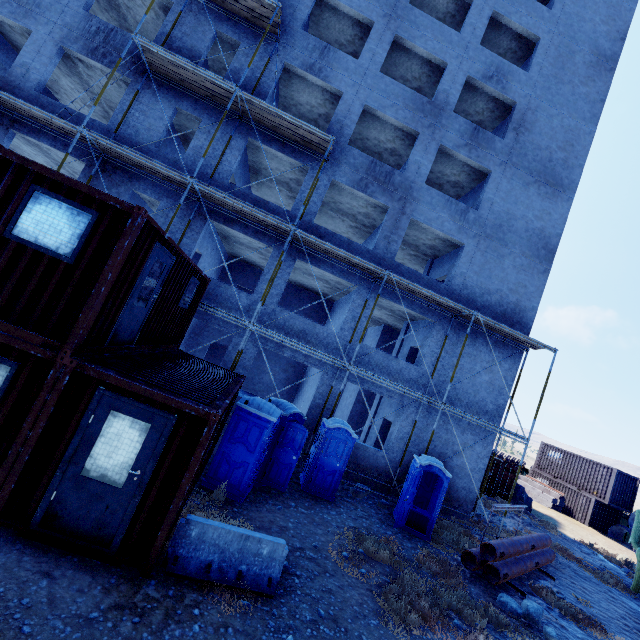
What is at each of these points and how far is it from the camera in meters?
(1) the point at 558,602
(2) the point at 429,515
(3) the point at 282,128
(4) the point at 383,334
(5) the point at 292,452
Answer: (1) compgrassrocksplants, 9.5
(2) portable toilet, 11.2
(3) scaffolding, 13.3
(4) concrete column, 22.3
(5) portable toilet door, 9.5

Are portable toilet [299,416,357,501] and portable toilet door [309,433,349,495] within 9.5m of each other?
yes

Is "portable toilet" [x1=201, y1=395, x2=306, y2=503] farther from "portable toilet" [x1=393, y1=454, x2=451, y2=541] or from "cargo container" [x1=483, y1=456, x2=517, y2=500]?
"cargo container" [x1=483, y1=456, x2=517, y2=500]

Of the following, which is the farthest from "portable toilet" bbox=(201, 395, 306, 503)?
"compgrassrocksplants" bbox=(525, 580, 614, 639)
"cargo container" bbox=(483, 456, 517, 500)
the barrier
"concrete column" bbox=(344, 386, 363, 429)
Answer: "cargo container" bbox=(483, 456, 517, 500)

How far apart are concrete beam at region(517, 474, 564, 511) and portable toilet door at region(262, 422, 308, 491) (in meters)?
26.06

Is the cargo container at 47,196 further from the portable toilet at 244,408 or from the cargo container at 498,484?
the cargo container at 498,484

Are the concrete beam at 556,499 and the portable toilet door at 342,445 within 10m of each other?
no

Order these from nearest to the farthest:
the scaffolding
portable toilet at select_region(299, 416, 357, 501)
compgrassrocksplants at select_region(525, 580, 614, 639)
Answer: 1. compgrassrocksplants at select_region(525, 580, 614, 639)
2. portable toilet at select_region(299, 416, 357, 501)
3. the scaffolding
